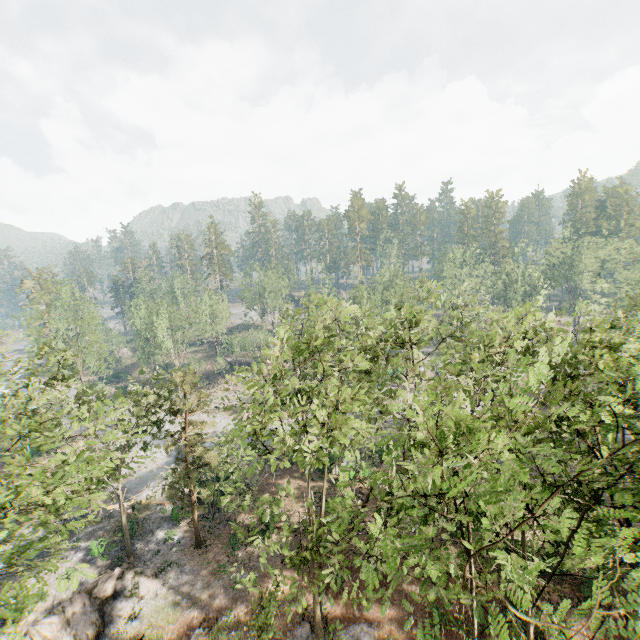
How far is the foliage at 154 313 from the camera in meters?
56.3

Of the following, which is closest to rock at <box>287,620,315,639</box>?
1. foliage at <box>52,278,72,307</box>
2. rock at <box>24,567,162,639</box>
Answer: foliage at <box>52,278,72,307</box>

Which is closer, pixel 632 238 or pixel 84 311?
pixel 84 311

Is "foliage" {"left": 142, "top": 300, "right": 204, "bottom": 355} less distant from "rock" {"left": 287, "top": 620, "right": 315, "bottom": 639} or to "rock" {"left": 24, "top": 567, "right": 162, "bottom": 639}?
"rock" {"left": 24, "top": 567, "right": 162, "bottom": 639}

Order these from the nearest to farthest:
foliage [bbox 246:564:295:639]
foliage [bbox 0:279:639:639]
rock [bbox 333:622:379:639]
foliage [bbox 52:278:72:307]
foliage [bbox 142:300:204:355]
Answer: foliage [bbox 0:279:639:639]
foliage [bbox 246:564:295:639]
rock [bbox 333:622:379:639]
foliage [bbox 52:278:72:307]
foliage [bbox 142:300:204:355]

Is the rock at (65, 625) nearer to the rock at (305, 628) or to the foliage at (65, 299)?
the foliage at (65, 299)
